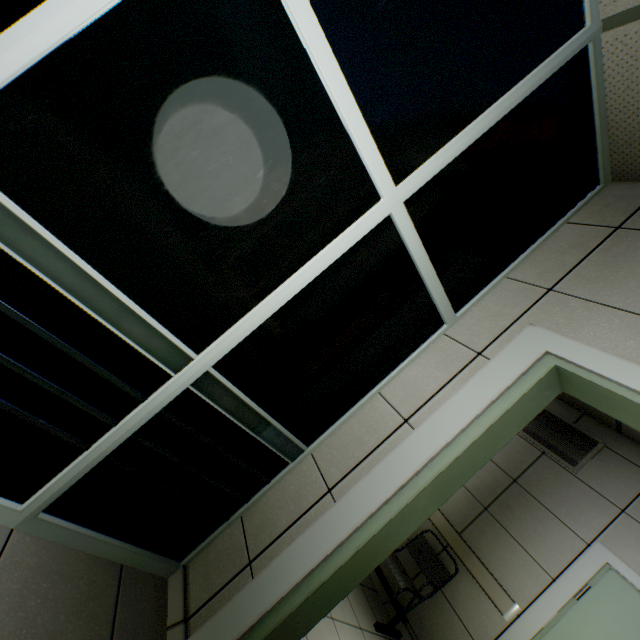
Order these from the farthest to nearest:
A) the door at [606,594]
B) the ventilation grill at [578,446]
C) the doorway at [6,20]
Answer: the ventilation grill at [578,446] → the door at [606,594] → the doorway at [6,20]

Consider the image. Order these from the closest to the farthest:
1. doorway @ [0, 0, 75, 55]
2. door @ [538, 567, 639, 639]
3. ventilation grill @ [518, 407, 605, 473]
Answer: doorway @ [0, 0, 75, 55] → door @ [538, 567, 639, 639] → ventilation grill @ [518, 407, 605, 473]

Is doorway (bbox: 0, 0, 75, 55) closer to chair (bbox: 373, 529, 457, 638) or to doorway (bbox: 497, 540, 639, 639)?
chair (bbox: 373, 529, 457, 638)

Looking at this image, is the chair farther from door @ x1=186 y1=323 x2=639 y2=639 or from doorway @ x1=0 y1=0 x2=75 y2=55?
doorway @ x1=0 y1=0 x2=75 y2=55

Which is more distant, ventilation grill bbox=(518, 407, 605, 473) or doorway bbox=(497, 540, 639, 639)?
ventilation grill bbox=(518, 407, 605, 473)

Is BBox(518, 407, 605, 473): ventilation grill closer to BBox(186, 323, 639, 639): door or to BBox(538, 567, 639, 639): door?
BBox(538, 567, 639, 639): door

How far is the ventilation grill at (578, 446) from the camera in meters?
3.6

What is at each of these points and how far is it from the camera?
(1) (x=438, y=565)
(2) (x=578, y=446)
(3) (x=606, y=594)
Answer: (1) chair, 3.6 meters
(2) ventilation grill, 3.7 meters
(3) door, 2.9 meters
